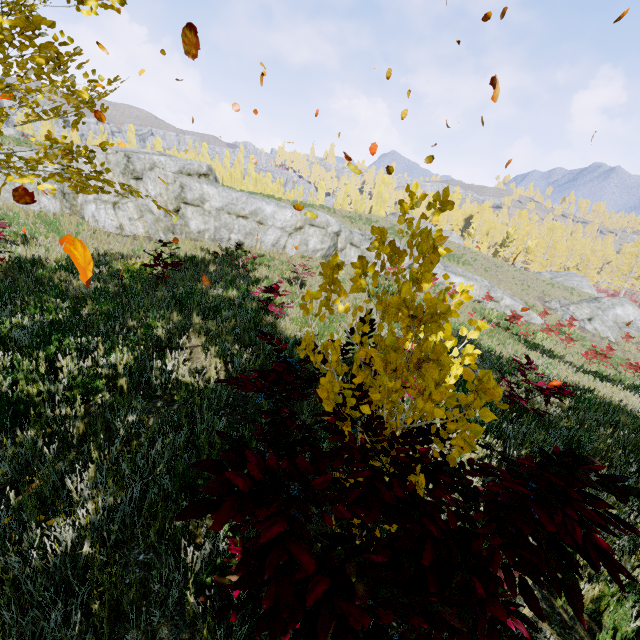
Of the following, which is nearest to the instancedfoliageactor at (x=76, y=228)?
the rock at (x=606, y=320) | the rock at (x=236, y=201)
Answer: the rock at (x=236, y=201)

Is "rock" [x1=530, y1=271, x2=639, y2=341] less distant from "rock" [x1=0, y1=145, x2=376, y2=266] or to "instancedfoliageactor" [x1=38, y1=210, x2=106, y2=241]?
"rock" [x1=0, y1=145, x2=376, y2=266]

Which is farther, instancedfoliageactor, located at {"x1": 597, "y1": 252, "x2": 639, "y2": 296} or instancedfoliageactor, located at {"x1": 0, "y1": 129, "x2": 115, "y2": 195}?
instancedfoliageactor, located at {"x1": 597, "y1": 252, "x2": 639, "y2": 296}

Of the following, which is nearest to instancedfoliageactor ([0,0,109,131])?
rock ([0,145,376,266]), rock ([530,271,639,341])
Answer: rock ([0,145,376,266])

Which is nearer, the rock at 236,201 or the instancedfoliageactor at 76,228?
the instancedfoliageactor at 76,228

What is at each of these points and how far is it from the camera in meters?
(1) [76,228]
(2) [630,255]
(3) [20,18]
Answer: (1) instancedfoliageactor, 11.5
(2) instancedfoliageactor, 49.2
(3) instancedfoliageactor, 1.9

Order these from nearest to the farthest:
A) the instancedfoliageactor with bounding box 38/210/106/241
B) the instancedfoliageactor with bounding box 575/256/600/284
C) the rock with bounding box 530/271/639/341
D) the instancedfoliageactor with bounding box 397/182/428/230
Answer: the instancedfoliageactor with bounding box 397/182/428/230, the instancedfoliageactor with bounding box 38/210/106/241, the rock with bounding box 530/271/639/341, the instancedfoliageactor with bounding box 575/256/600/284
